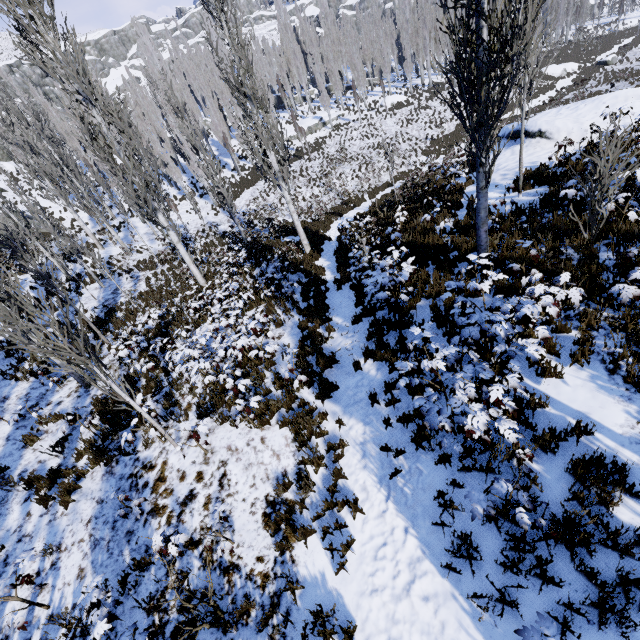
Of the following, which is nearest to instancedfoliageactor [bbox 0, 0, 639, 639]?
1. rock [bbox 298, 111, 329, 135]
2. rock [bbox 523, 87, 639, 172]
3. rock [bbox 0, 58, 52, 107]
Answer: rock [bbox 298, 111, 329, 135]

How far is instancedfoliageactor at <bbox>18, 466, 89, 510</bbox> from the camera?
6.73m

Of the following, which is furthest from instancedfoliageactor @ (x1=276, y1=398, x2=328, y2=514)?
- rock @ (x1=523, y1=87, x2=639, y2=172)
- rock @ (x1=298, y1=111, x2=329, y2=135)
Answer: rock @ (x1=523, y1=87, x2=639, y2=172)

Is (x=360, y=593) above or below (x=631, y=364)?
below

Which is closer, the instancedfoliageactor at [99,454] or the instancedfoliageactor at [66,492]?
the instancedfoliageactor at [66,492]

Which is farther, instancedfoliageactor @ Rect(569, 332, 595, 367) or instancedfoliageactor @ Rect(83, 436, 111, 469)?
instancedfoliageactor @ Rect(83, 436, 111, 469)

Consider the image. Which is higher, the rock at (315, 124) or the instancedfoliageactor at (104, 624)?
the instancedfoliageactor at (104, 624)
